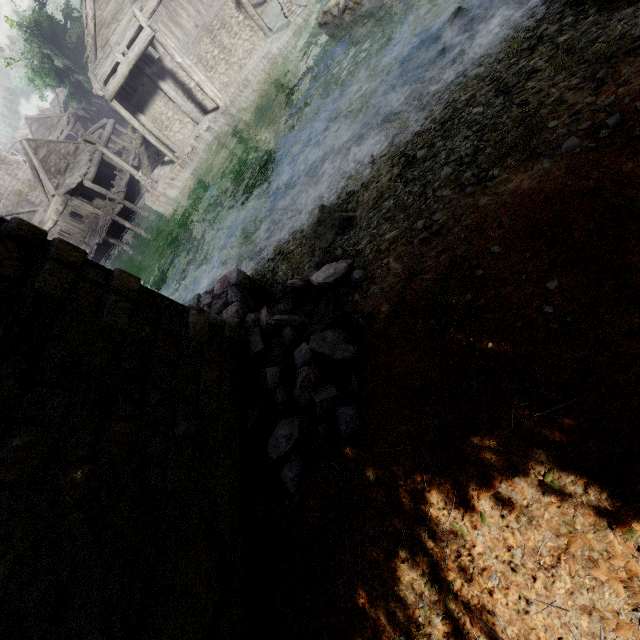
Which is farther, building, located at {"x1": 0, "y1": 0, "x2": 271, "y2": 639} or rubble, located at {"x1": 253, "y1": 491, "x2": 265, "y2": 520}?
rubble, located at {"x1": 253, "y1": 491, "x2": 265, "y2": 520}

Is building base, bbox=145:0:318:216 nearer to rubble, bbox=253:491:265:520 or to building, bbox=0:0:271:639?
building, bbox=0:0:271:639

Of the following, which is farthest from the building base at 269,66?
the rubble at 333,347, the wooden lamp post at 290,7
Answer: the rubble at 333,347

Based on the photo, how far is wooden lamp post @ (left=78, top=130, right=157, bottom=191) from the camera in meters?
19.6 m

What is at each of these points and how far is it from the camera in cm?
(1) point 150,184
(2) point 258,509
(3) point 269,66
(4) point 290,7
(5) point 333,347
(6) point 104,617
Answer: (1) wooden lamp post, 2258
(2) rubble, 486
(3) building base, 1955
(4) wooden lamp post, 1850
(5) rubble, 515
(6) building, 303

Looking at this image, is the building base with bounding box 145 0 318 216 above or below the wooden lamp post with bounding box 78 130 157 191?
below

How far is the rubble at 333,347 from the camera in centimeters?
471cm

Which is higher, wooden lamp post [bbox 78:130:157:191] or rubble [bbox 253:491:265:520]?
rubble [bbox 253:491:265:520]
